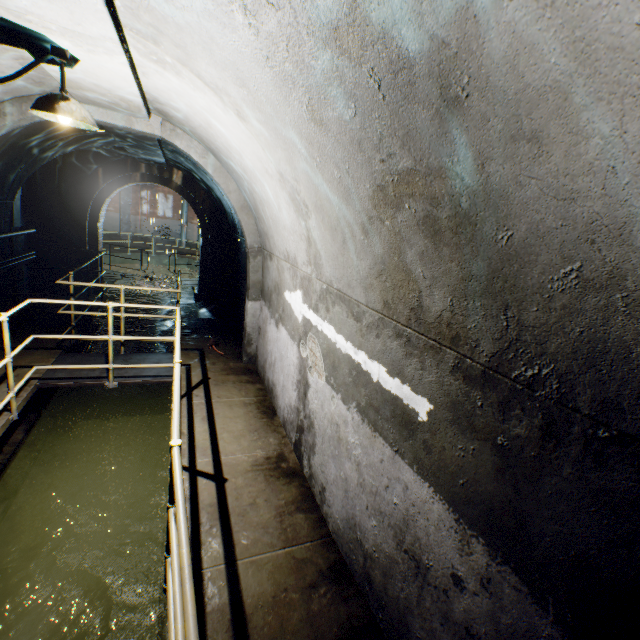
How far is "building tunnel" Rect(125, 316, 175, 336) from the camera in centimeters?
918cm

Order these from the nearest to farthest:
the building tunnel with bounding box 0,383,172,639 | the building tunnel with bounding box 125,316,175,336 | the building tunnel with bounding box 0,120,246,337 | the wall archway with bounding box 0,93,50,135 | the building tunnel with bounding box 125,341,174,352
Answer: the building tunnel with bounding box 0,383,172,639 < the wall archway with bounding box 0,93,50,135 < the building tunnel with bounding box 0,120,246,337 < the building tunnel with bounding box 125,341,174,352 < the building tunnel with bounding box 125,316,175,336

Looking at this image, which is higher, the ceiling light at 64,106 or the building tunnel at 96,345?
the ceiling light at 64,106

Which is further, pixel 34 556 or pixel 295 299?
pixel 295 299

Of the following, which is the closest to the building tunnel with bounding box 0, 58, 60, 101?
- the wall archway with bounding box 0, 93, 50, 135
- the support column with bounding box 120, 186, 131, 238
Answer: the wall archway with bounding box 0, 93, 50, 135

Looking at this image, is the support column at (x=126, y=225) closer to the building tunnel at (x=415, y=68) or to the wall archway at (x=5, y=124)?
the building tunnel at (x=415, y=68)

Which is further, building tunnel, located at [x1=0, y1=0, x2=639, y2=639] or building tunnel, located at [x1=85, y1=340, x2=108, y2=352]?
building tunnel, located at [x1=85, y1=340, x2=108, y2=352]

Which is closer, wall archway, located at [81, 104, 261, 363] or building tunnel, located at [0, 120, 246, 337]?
wall archway, located at [81, 104, 261, 363]
